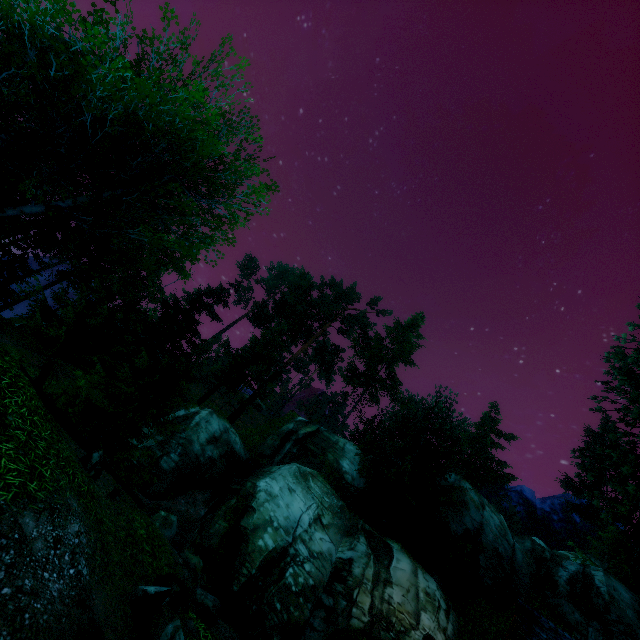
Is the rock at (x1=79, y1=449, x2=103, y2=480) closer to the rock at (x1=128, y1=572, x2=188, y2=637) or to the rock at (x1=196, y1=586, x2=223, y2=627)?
the rock at (x1=128, y1=572, x2=188, y2=637)

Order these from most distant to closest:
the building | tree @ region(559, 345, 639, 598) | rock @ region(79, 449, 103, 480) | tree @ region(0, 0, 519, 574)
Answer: tree @ region(559, 345, 639, 598) < the building < rock @ region(79, 449, 103, 480) < tree @ region(0, 0, 519, 574)

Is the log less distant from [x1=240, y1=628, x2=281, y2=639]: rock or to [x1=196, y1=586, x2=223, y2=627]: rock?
[x1=196, y1=586, x2=223, y2=627]: rock

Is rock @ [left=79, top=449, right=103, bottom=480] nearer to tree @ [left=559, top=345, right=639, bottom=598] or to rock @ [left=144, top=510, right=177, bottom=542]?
tree @ [left=559, top=345, right=639, bottom=598]

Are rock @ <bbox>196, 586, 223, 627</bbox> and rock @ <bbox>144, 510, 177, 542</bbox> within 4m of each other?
yes

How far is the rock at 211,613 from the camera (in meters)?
10.94

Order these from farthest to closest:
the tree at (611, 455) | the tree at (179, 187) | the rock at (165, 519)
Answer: the rock at (165, 519) → the tree at (611, 455) → the tree at (179, 187)

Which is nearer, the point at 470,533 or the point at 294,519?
the point at 294,519
